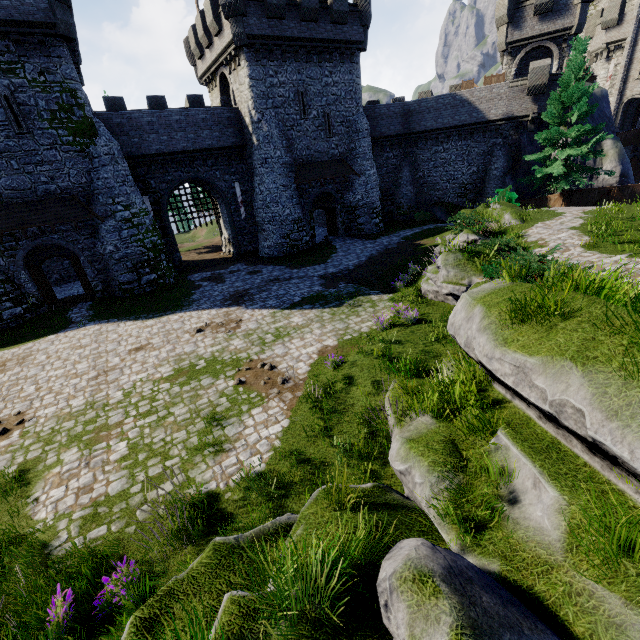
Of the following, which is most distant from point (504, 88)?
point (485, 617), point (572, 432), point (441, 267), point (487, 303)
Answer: point (485, 617)

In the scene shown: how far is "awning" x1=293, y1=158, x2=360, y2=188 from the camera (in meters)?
25.34

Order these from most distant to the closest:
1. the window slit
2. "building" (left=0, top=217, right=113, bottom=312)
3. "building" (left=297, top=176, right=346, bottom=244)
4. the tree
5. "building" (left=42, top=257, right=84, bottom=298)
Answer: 1. "building" (left=297, top=176, right=346, bottom=244)
2. "building" (left=42, top=257, right=84, bottom=298)
3. the tree
4. "building" (left=0, top=217, right=113, bottom=312)
5. the window slit

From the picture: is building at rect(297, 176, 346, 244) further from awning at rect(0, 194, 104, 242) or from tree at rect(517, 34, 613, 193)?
tree at rect(517, 34, 613, 193)

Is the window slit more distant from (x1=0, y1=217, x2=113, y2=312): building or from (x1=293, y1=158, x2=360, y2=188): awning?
(x1=293, y1=158, x2=360, y2=188): awning

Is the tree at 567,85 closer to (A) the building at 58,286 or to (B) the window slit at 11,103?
(A) the building at 58,286

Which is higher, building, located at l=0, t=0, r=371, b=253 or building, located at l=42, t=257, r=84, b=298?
building, located at l=0, t=0, r=371, b=253

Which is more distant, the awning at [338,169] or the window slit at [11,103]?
the awning at [338,169]
